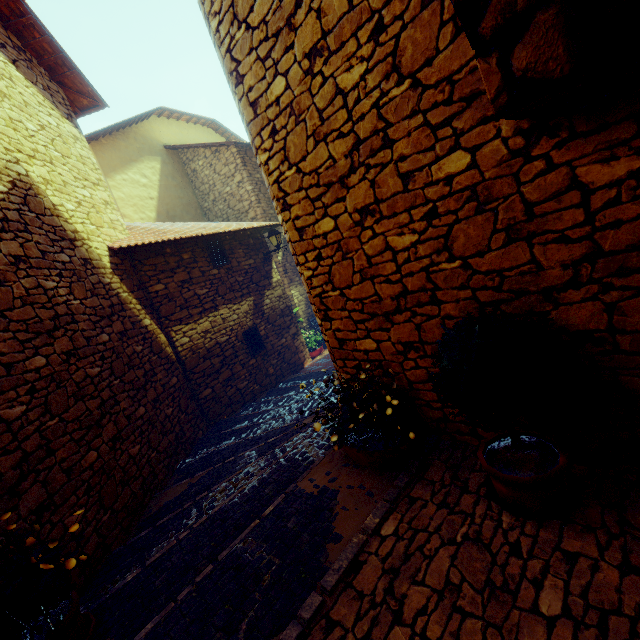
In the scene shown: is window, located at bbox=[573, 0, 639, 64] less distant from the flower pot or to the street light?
the flower pot

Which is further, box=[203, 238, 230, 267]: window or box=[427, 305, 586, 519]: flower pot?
box=[203, 238, 230, 267]: window

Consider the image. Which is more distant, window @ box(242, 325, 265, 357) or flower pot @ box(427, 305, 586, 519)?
window @ box(242, 325, 265, 357)

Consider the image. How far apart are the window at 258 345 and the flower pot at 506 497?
6.6m

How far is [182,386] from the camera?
6.60m

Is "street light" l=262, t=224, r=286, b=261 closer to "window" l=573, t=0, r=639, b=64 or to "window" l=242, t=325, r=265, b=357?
"window" l=242, t=325, r=265, b=357

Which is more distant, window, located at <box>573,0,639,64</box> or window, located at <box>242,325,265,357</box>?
window, located at <box>242,325,265,357</box>

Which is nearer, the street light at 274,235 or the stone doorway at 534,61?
the stone doorway at 534,61
